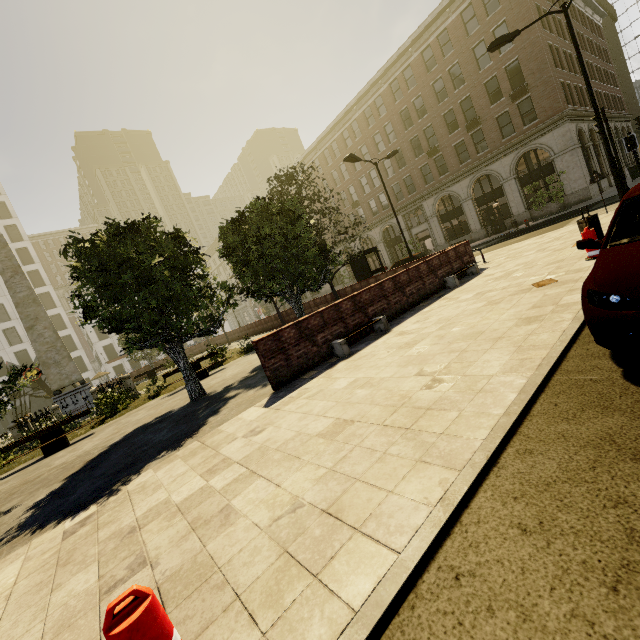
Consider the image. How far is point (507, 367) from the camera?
3.88m

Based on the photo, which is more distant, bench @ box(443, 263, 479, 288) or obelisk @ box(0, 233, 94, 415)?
obelisk @ box(0, 233, 94, 415)

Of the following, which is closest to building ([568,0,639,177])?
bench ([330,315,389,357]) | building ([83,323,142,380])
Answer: building ([83,323,142,380])

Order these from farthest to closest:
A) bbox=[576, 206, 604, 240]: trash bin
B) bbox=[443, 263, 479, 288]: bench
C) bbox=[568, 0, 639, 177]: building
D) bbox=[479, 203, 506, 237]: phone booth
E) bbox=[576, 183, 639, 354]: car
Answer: bbox=[568, 0, 639, 177]: building → bbox=[479, 203, 506, 237]: phone booth → bbox=[443, 263, 479, 288]: bench → bbox=[576, 206, 604, 240]: trash bin → bbox=[576, 183, 639, 354]: car

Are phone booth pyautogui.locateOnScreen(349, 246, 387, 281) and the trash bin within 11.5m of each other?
yes

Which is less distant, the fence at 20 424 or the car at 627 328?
the car at 627 328

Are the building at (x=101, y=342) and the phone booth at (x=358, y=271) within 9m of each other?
no

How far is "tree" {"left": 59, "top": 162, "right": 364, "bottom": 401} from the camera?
8.6m
